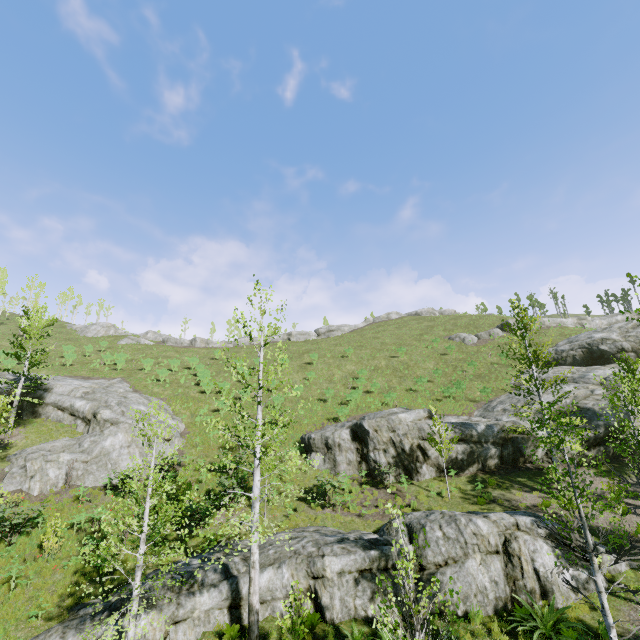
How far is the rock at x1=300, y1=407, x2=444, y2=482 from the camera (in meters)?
20.59

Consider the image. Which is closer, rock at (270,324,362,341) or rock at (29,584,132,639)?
rock at (29,584,132,639)

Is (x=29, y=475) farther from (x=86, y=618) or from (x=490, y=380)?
(x=490, y=380)

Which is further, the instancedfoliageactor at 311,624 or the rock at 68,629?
the rock at 68,629

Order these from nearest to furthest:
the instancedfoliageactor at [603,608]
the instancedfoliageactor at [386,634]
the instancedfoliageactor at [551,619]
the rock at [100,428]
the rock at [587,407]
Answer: the instancedfoliageactor at [386,634] → the instancedfoliageactor at [603,608] → the instancedfoliageactor at [551,619] → the rock at [100,428] → the rock at [587,407]

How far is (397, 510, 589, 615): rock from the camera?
10.98m
